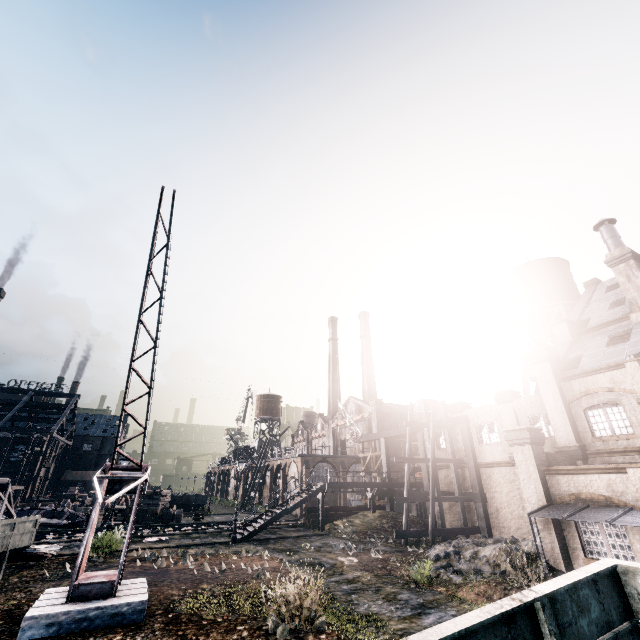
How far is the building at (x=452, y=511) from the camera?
27.56m

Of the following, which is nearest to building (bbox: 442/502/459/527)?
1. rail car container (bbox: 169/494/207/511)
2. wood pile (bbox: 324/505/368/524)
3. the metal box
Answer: wood pile (bbox: 324/505/368/524)

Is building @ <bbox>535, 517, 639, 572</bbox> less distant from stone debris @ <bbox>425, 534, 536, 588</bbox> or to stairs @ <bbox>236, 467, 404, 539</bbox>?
stone debris @ <bbox>425, 534, 536, 588</bbox>

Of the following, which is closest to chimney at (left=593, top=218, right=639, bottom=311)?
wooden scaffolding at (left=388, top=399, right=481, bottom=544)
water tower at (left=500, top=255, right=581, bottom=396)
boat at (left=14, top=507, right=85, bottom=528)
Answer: water tower at (left=500, top=255, right=581, bottom=396)

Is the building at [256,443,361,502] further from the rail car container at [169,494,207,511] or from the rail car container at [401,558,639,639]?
the rail car container at [401,558,639,639]

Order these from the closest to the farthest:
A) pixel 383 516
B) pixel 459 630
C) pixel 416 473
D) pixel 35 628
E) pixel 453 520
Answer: pixel 459 630, pixel 35 628, pixel 453 520, pixel 383 516, pixel 416 473

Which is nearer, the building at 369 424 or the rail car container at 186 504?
the rail car container at 186 504

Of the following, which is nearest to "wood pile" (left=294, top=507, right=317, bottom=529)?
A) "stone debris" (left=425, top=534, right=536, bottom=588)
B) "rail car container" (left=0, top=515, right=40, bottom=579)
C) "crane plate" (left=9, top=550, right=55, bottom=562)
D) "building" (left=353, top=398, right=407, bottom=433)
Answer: "building" (left=353, top=398, right=407, bottom=433)
